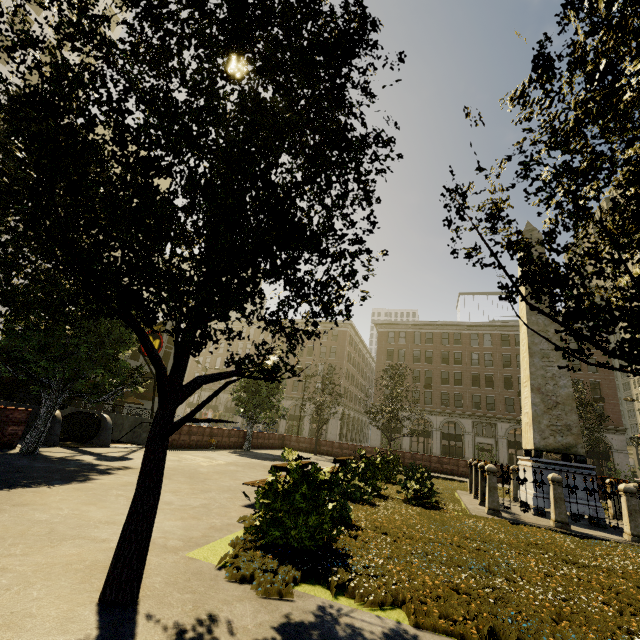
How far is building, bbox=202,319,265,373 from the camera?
57.9m

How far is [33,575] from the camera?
3.3m

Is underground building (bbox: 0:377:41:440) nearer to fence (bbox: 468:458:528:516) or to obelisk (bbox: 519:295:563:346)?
fence (bbox: 468:458:528:516)

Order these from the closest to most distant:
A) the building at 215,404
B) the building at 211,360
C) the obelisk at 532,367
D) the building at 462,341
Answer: the obelisk at 532,367
the building at 462,341
the building at 215,404
the building at 211,360

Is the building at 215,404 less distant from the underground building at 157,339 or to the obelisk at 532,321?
the underground building at 157,339

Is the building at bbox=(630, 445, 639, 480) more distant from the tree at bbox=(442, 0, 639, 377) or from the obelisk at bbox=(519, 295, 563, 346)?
the obelisk at bbox=(519, 295, 563, 346)

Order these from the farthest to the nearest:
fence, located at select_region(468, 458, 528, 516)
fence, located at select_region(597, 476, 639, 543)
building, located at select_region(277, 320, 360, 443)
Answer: building, located at select_region(277, 320, 360, 443)
fence, located at select_region(468, 458, 528, 516)
fence, located at select_region(597, 476, 639, 543)

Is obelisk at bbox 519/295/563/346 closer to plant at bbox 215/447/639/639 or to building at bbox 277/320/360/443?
plant at bbox 215/447/639/639
